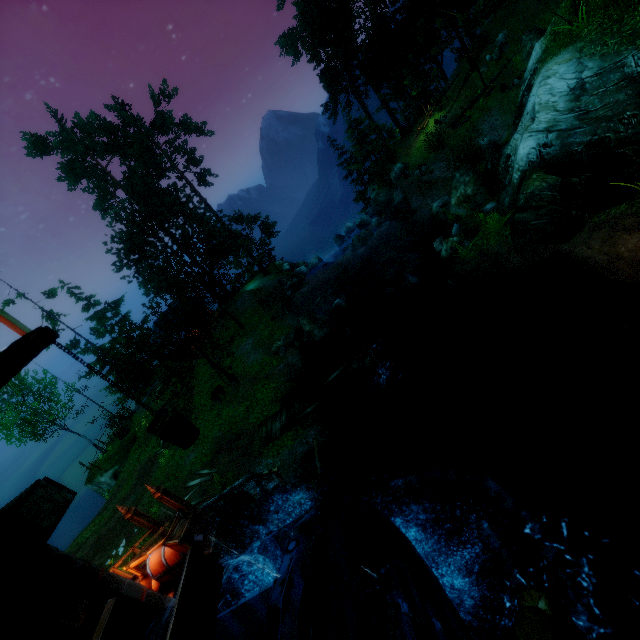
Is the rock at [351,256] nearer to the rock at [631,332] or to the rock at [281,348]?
the rock at [281,348]

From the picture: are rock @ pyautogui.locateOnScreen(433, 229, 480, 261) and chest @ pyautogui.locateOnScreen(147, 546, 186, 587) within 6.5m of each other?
no

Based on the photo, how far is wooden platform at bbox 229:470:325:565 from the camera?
8.6 meters

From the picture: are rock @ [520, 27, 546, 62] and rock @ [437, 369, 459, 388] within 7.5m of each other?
no

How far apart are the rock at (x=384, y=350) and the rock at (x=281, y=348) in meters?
4.9

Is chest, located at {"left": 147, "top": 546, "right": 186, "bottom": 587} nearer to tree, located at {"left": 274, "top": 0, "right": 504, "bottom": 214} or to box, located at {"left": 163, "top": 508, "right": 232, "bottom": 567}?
box, located at {"left": 163, "top": 508, "right": 232, "bottom": 567}

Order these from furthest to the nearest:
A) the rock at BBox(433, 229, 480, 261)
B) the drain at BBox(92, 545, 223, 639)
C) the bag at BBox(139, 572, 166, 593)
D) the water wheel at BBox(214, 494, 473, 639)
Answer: the rock at BBox(433, 229, 480, 261) → the bag at BBox(139, 572, 166, 593) → the water wheel at BBox(214, 494, 473, 639) → the drain at BBox(92, 545, 223, 639)

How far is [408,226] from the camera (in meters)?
28.20
